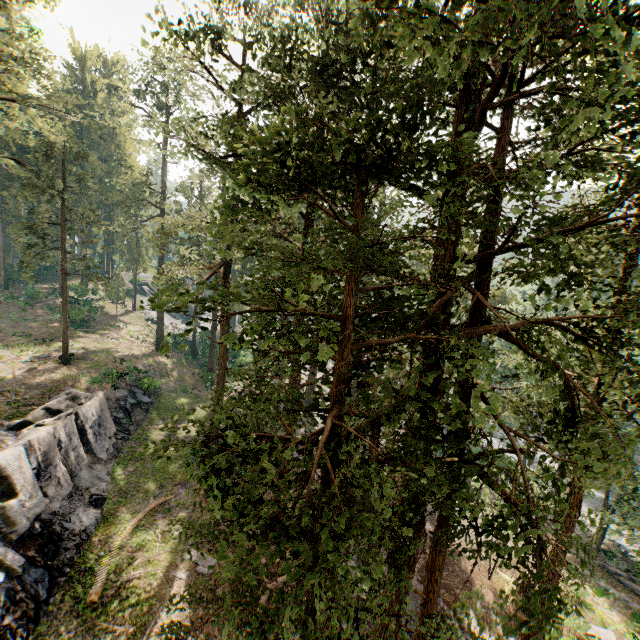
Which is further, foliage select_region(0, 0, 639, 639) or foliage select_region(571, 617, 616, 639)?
foliage select_region(571, 617, 616, 639)

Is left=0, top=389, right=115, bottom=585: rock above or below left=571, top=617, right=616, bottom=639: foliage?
above

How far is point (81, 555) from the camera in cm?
1593

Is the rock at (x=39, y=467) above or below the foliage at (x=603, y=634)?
above

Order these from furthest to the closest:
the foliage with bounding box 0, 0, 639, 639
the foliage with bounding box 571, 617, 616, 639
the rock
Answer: the foliage with bounding box 571, 617, 616, 639 → the rock → the foliage with bounding box 0, 0, 639, 639

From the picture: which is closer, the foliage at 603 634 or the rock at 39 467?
the rock at 39 467

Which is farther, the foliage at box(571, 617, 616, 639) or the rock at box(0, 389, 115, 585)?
the foliage at box(571, 617, 616, 639)
